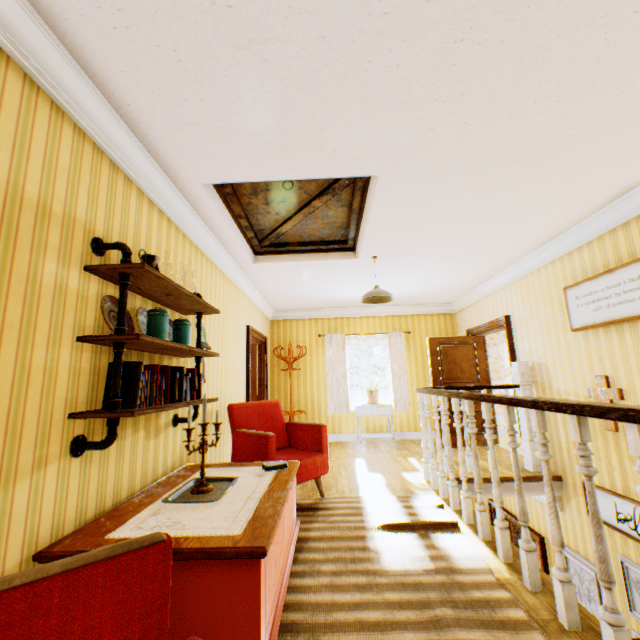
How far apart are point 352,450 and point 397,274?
3.6m

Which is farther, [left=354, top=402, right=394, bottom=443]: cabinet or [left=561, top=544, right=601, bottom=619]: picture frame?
[left=354, top=402, right=394, bottom=443]: cabinet

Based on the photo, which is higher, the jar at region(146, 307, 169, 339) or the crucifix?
the jar at region(146, 307, 169, 339)

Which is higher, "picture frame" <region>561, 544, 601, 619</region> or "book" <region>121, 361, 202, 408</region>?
"book" <region>121, 361, 202, 408</region>

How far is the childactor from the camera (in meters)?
6.70

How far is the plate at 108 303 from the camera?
A: 2.0m

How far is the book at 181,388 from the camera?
1.93m

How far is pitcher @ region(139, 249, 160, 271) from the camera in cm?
225
